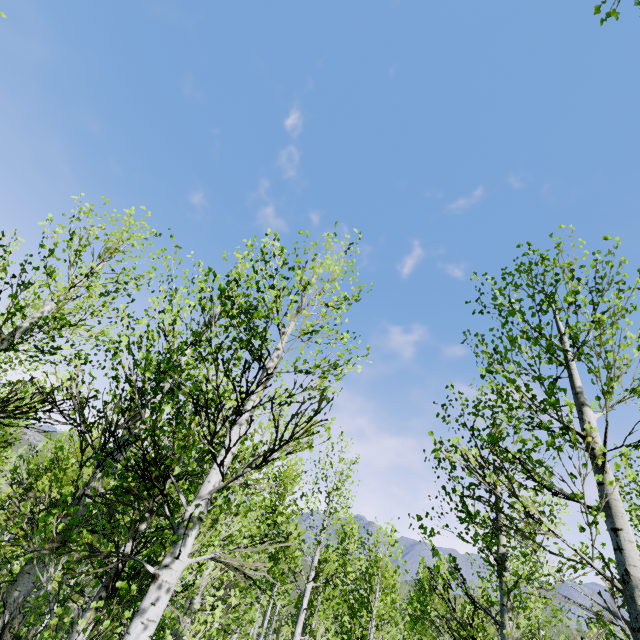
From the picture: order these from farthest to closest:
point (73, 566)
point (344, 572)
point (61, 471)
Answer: point (344, 572) → point (61, 471) → point (73, 566)
